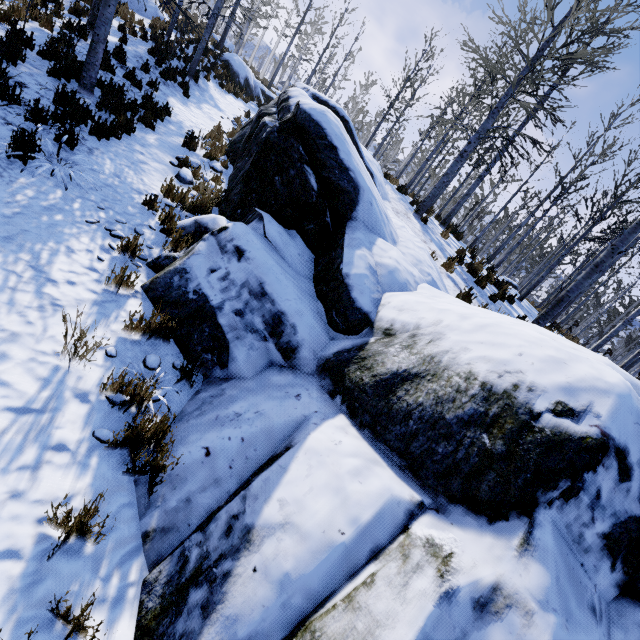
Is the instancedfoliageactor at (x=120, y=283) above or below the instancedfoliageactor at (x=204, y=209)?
below

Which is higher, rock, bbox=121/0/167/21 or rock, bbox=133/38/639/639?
rock, bbox=121/0/167/21

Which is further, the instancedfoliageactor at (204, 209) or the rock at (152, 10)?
the rock at (152, 10)

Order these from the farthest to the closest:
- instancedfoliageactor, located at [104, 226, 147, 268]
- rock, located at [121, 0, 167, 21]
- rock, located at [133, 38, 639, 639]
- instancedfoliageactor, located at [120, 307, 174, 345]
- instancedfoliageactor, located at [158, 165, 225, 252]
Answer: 1. rock, located at [121, 0, 167, 21]
2. instancedfoliageactor, located at [158, 165, 225, 252]
3. instancedfoliageactor, located at [104, 226, 147, 268]
4. instancedfoliageactor, located at [120, 307, 174, 345]
5. rock, located at [133, 38, 639, 639]

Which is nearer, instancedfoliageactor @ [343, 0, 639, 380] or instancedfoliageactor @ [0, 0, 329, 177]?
instancedfoliageactor @ [0, 0, 329, 177]

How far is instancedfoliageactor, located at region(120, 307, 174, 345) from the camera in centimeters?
331cm

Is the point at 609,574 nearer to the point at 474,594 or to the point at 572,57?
the point at 474,594

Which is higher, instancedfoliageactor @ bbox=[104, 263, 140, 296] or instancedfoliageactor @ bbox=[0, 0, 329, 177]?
instancedfoliageactor @ bbox=[0, 0, 329, 177]
